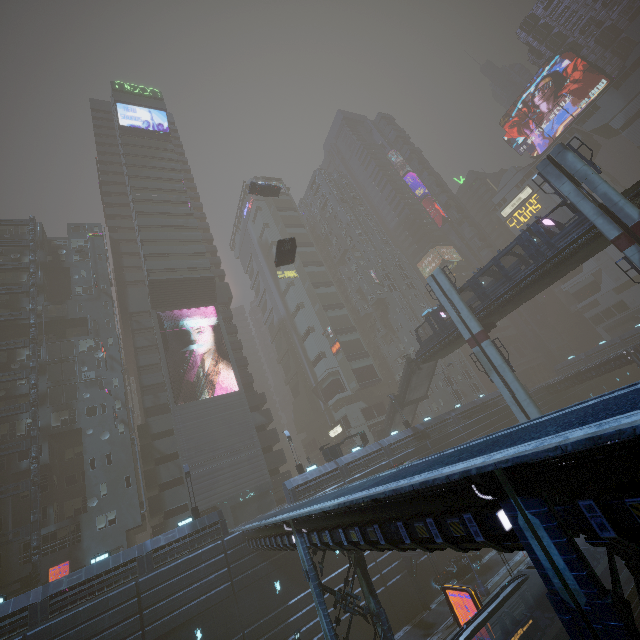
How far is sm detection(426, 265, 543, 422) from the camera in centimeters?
2884cm

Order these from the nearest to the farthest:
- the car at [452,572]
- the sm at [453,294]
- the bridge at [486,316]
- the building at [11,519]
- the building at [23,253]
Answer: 1. the bridge at [486,316]
2. the car at [452,572]
3. the sm at [453,294]
4. the building at [11,519]
5. the building at [23,253]

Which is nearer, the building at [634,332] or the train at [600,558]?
the train at [600,558]

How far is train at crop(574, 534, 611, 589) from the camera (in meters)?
17.14

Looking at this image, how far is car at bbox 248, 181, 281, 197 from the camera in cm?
4294

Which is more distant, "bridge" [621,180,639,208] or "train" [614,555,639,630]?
"bridge" [621,180,639,208]

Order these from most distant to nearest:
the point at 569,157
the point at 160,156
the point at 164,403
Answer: the point at 160,156 → the point at 164,403 → the point at 569,157

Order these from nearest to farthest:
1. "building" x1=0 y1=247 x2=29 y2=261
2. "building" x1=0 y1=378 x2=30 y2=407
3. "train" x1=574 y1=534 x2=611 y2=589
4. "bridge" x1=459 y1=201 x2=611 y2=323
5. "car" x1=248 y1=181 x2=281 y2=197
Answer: "train" x1=574 y1=534 x2=611 y2=589 < "bridge" x1=459 y1=201 x2=611 y2=323 < "building" x1=0 y1=378 x2=30 y2=407 < "car" x1=248 y1=181 x2=281 y2=197 < "building" x1=0 y1=247 x2=29 y2=261
